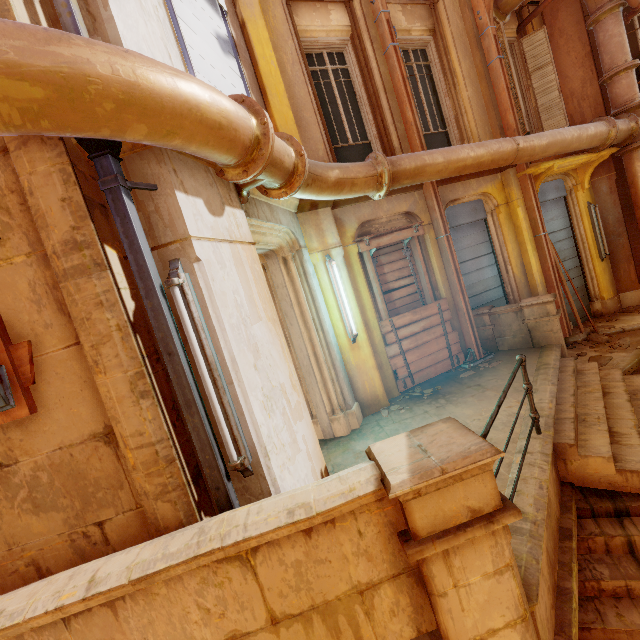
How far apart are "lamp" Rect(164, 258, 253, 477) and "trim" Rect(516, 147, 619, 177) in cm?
799

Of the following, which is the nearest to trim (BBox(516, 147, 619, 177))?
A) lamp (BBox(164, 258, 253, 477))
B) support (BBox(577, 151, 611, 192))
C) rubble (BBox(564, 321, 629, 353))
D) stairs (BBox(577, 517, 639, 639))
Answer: support (BBox(577, 151, 611, 192))

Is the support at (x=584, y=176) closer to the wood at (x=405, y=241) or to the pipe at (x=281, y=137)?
the pipe at (x=281, y=137)

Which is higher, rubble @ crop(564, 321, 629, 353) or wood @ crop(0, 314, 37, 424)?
wood @ crop(0, 314, 37, 424)

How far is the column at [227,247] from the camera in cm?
249

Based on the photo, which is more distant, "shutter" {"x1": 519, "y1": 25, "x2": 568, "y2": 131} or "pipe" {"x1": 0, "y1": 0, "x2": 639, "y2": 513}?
"shutter" {"x1": 519, "y1": 25, "x2": 568, "y2": 131}

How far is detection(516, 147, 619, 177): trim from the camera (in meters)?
7.14

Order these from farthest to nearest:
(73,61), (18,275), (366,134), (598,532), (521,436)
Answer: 1. (366,134)
2. (521,436)
3. (598,532)
4. (18,275)
5. (73,61)
